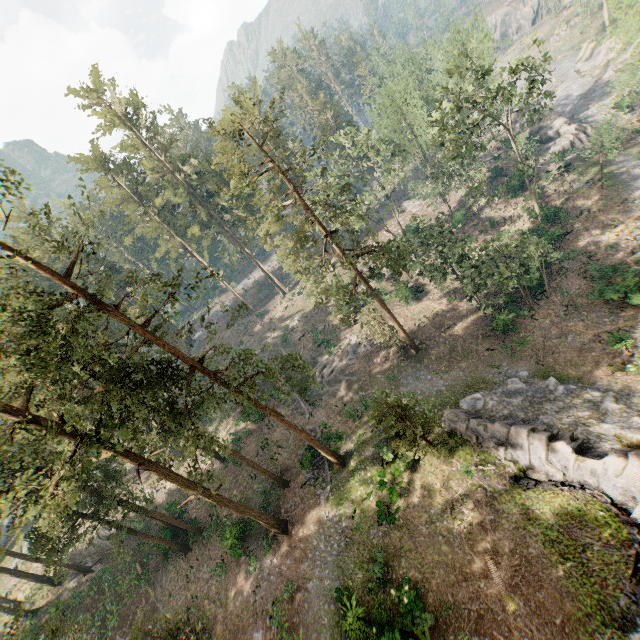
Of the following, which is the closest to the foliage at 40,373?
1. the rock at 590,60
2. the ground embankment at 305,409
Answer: the ground embankment at 305,409

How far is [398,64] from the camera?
54.69m

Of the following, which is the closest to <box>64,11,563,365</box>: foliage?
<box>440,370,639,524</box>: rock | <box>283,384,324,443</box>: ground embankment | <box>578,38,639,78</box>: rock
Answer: <box>440,370,639,524</box>: rock

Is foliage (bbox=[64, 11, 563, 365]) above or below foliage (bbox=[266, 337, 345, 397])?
above

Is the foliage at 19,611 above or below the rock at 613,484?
above

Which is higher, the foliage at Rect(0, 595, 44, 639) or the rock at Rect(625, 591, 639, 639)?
the foliage at Rect(0, 595, 44, 639)

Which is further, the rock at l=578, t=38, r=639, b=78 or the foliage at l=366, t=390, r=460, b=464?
the rock at l=578, t=38, r=639, b=78

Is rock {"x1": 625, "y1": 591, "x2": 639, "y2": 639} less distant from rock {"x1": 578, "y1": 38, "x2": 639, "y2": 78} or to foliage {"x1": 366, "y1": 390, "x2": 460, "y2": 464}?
foliage {"x1": 366, "y1": 390, "x2": 460, "y2": 464}
